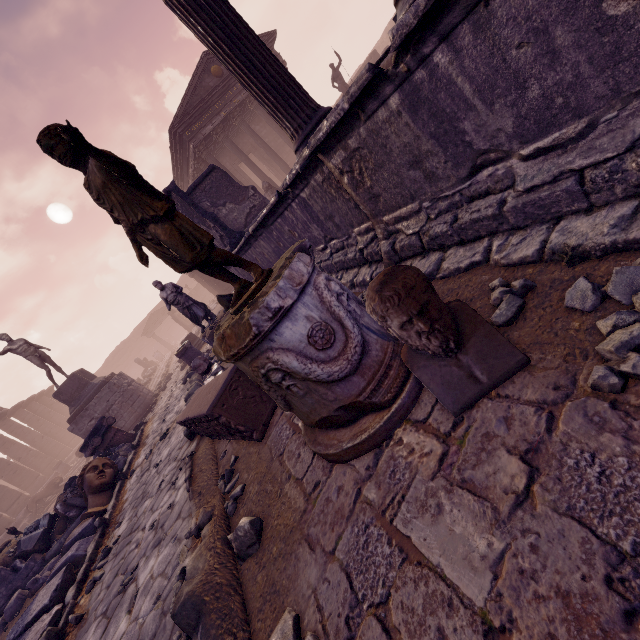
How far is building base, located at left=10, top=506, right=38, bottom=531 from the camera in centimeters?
1588cm

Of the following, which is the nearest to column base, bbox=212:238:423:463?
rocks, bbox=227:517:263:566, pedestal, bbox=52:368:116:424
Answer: rocks, bbox=227:517:263:566

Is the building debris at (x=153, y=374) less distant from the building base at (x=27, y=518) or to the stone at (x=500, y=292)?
the building base at (x=27, y=518)

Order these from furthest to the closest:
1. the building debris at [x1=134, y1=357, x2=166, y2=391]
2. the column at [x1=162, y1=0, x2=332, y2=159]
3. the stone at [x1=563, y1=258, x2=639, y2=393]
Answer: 1. the building debris at [x1=134, y1=357, x2=166, y2=391]
2. the column at [x1=162, y1=0, x2=332, y2=159]
3. the stone at [x1=563, y1=258, x2=639, y2=393]

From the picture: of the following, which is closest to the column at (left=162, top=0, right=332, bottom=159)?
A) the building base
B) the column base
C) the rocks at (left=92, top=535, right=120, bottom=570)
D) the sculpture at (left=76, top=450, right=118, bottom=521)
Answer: the column base

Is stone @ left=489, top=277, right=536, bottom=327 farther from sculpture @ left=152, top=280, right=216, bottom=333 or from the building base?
the building base

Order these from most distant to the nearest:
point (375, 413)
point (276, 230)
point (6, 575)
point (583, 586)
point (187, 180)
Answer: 1. point (187, 180)
2. point (6, 575)
3. point (276, 230)
4. point (375, 413)
5. point (583, 586)

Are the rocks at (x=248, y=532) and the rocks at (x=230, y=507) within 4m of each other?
yes
